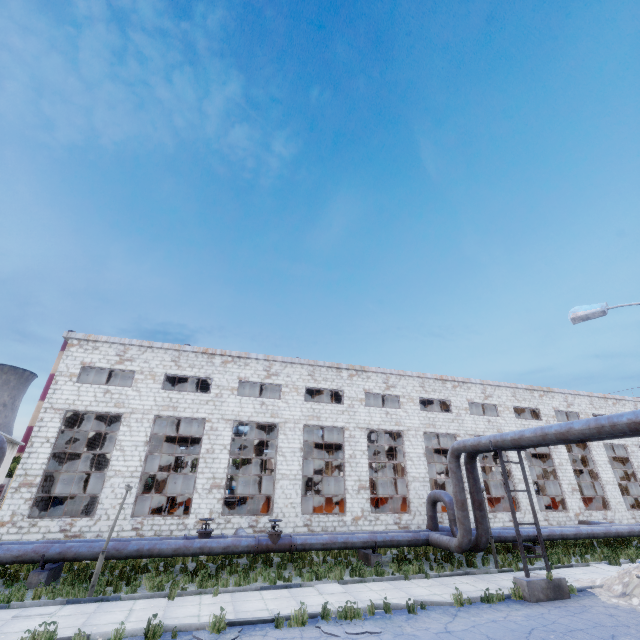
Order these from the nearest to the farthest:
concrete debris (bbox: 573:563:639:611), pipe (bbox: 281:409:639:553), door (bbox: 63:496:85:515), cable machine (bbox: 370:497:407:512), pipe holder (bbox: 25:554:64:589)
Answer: pipe (bbox: 281:409:639:553), concrete debris (bbox: 573:563:639:611), pipe holder (bbox: 25:554:64:589), cable machine (bbox: 370:497:407:512), door (bbox: 63:496:85:515)

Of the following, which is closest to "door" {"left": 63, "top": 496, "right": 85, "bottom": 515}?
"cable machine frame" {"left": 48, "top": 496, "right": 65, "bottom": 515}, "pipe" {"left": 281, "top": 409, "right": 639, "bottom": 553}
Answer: "cable machine frame" {"left": 48, "top": 496, "right": 65, "bottom": 515}

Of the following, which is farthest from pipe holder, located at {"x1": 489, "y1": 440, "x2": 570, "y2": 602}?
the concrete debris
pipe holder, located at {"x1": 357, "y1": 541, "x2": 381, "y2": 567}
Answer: pipe holder, located at {"x1": 357, "y1": 541, "x2": 381, "y2": 567}

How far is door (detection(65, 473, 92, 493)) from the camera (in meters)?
24.35

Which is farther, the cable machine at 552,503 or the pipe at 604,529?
the cable machine at 552,503

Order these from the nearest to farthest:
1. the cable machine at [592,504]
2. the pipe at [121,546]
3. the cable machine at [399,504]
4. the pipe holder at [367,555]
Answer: the pipe at [121,546], the pipe holder at [367,555], the cable machine at [399,504], the cable machine at [592,504]

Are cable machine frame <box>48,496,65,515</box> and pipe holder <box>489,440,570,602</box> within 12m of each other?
no

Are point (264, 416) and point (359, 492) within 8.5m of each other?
yes
